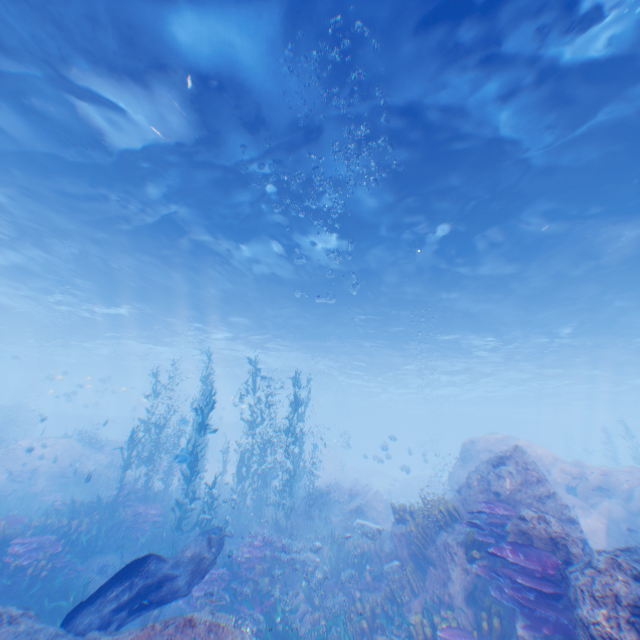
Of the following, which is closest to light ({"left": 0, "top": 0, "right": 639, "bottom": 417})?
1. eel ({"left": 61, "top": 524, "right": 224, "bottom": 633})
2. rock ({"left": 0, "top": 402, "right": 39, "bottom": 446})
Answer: rock ({"left": 0, "top": 402, "right": 39, "bottom": 446})

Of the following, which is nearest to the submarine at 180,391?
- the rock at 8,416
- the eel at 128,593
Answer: the rock at 8,416

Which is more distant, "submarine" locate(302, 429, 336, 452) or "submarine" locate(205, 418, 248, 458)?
"submarine" locate(302, 429, 336, 452)

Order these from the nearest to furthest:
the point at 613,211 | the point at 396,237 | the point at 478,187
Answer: the point at 478,187 → the point at 613,211 → the point at 396,237

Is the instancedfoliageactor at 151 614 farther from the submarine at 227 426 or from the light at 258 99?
the light at 258 99

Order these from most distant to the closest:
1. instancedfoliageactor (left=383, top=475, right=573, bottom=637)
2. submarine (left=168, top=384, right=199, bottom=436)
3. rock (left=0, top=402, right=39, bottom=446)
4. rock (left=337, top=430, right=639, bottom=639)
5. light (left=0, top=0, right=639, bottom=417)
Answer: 1. submarine (left=168, top=384, right=199, bottom=436)
2. rock (left=0, top=402, right=39, bottom=446)
3. light (left=0, top=0, right=639, bottom=417)
4. instancedfoliageactor (left=383, top=475, right=573, bottom=637)
5. rock (left=337, top=430, right=639, bottom=639)

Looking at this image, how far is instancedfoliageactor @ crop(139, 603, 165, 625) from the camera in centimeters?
864cm

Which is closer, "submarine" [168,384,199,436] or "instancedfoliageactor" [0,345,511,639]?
"instancedfoliageactor" [0,345,511,639]
